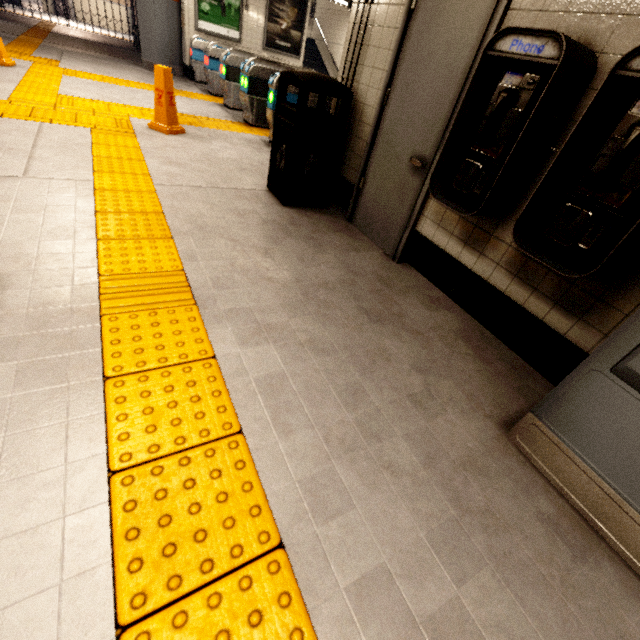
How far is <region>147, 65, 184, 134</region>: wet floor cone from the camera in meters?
4.3

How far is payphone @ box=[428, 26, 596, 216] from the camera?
1.6 meters

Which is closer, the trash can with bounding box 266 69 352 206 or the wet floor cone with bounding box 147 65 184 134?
the trash can with bounding box 266 69 352 206

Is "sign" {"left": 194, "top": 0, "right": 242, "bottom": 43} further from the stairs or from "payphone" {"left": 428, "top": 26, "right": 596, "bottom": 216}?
"payphone" {"left": 428, "top": 26, "right": 596, "bottom": 216}

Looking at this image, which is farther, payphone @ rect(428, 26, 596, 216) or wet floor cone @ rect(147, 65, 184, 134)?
wet floor cone @ rect(147, 65, 184, 134)

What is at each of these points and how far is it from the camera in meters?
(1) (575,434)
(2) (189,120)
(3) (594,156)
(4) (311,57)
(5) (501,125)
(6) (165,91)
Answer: (1) ticket machine, 1.4
(2) groundtactileadastrip, 5.6
(3) payphone, 1.5
(4) stairs, 14.1
(5) payphone, 1.8
(6) wet floor cone, 4.4

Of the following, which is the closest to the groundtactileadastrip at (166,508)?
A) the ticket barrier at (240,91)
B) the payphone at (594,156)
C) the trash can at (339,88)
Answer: the ticket barrier at (240,91)

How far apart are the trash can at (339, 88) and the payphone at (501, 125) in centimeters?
147cm
